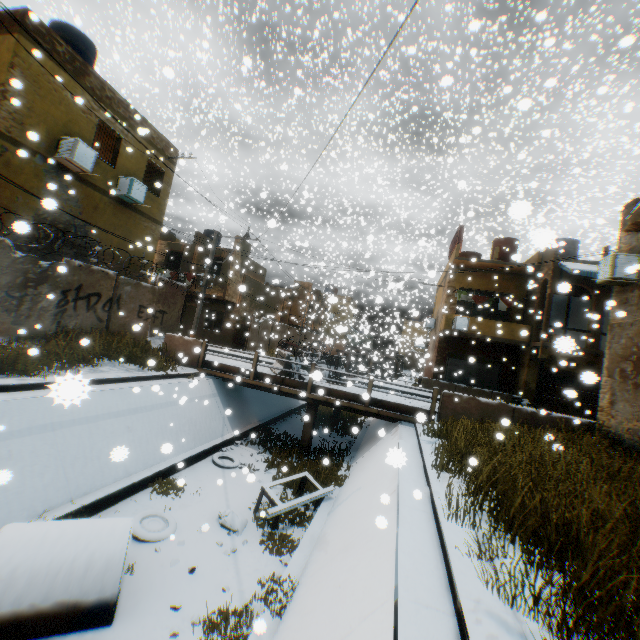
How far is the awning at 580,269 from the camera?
16.0 meters

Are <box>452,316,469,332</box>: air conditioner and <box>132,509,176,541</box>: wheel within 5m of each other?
no

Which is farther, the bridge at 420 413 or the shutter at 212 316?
the shutter at 212 316

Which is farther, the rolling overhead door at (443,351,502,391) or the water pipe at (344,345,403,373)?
the water pipe at (344,345,403,373)

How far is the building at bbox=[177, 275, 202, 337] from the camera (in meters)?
24.73

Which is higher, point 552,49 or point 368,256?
point 552,49

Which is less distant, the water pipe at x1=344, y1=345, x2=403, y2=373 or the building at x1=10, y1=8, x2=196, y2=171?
the building at x1=10, y1=8, x2=196, y2=171

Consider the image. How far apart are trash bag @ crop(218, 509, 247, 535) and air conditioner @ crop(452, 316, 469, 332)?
15.54m
